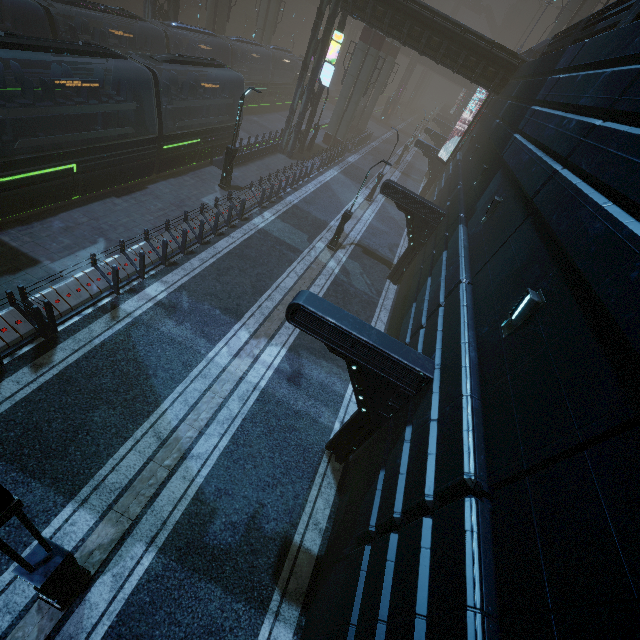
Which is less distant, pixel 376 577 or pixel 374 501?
pixel 376 577

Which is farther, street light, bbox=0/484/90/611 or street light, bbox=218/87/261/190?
street light, bbox=218/87/261/190

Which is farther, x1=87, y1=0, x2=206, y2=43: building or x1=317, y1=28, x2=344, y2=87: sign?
x1=87, y1=0, x2=206, y2=43: building

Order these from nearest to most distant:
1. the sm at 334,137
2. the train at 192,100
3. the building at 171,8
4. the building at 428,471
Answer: the building at 428,471 → the train at 192,100 → the building at 171,8 → the sm at 334,137

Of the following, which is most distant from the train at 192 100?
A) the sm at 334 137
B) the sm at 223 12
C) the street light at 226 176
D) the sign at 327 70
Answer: the sm at 334 137

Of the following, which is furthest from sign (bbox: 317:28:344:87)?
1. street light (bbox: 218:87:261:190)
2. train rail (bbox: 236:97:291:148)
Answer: street light (bbox: 218:87:261:190)

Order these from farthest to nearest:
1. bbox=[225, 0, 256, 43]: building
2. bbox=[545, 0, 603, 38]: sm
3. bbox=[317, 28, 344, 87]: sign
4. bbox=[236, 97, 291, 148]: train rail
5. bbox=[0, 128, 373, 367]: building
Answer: bbox=[225, 0, 256, 43]: building → bbox=[236, 97, 291, 148]: train rail → bbox=[545, 0, 603, 38]: sm → bbox=[317, 28, 344, 87]: sign → bbox=[0, 128, 373, 367]: building

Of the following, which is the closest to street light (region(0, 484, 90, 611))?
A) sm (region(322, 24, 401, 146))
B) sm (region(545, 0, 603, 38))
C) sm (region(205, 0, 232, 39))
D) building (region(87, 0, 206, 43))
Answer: building (region(87, 0, 206, 43))
